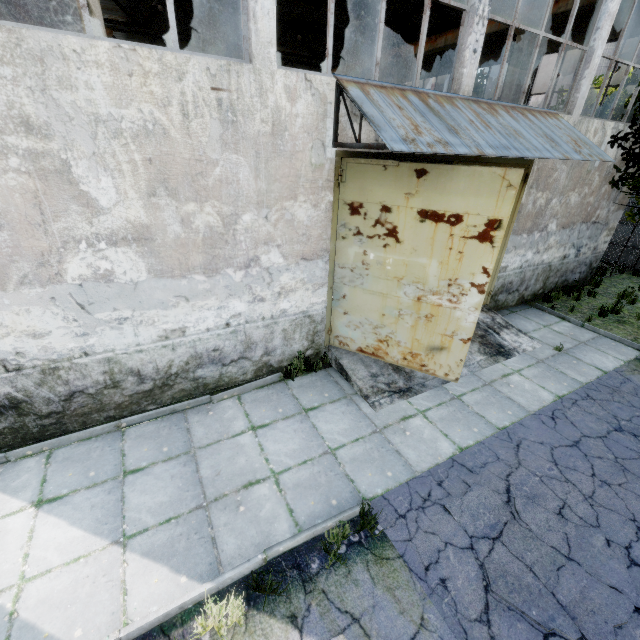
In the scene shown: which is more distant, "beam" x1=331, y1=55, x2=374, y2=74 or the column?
"beam" x1=331, y1=55, x2=374, y2=74

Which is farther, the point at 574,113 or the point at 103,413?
the point at 574,113

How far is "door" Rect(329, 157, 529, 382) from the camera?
5.0m

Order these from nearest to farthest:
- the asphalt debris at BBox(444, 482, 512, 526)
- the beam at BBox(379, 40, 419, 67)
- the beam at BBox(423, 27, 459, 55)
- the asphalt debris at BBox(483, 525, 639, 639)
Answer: the asphalt debris at BBox(483, 525, 639, 639) < the asphalt debris at BBox(444, 482, 512, 526) < the beam at BBox(423, 27, 459, 55) < the beam at BBox(379, 40, 419, 67)

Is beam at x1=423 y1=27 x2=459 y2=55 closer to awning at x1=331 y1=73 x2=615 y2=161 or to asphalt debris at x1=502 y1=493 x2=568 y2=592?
awning at x1=331 y1=73 x2=615 y2=161

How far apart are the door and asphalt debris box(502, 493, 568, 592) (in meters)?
2.02

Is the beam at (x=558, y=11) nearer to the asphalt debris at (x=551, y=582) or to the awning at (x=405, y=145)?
the awning at (x=405, y=145)

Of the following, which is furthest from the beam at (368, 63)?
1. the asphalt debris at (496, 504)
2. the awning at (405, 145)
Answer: the asphalt debris at (496, 504)
